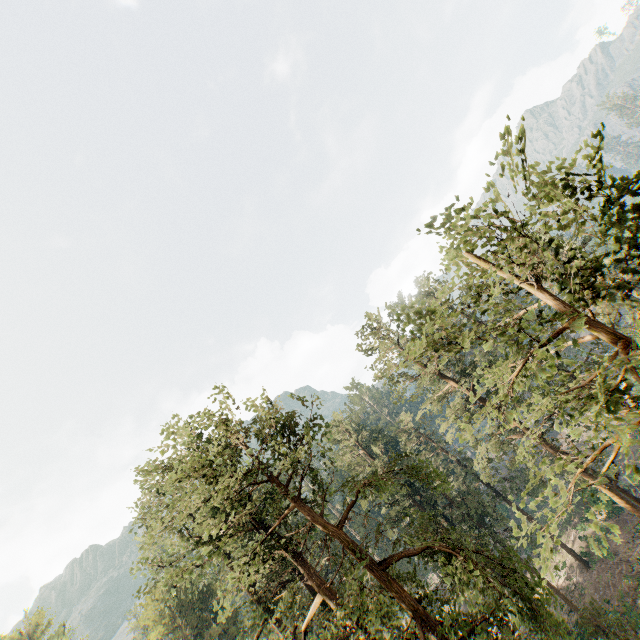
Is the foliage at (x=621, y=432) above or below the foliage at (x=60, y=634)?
below

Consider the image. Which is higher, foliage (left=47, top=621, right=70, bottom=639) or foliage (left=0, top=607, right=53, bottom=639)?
foliage (left=0, top=607, right=53, bottom=639)

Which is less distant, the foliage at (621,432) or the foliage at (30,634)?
the foliage at (621,432)

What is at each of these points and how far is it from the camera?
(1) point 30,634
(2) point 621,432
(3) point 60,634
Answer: (1) foliage, 42.2m
(2) foliage, 3.7m
(3) foliage, 43.2m

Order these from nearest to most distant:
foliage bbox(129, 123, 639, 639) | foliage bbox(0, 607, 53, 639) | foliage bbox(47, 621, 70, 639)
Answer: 1. foliage bbox(129, 123, 639, 639)
2. foliage bbox(0, 607, 53, 639)
3. foliage bbox(47, 621, 70, 639)

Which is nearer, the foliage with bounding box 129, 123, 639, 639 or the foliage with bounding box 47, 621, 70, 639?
the foliage with bounding box 129, 123, 639, 639
